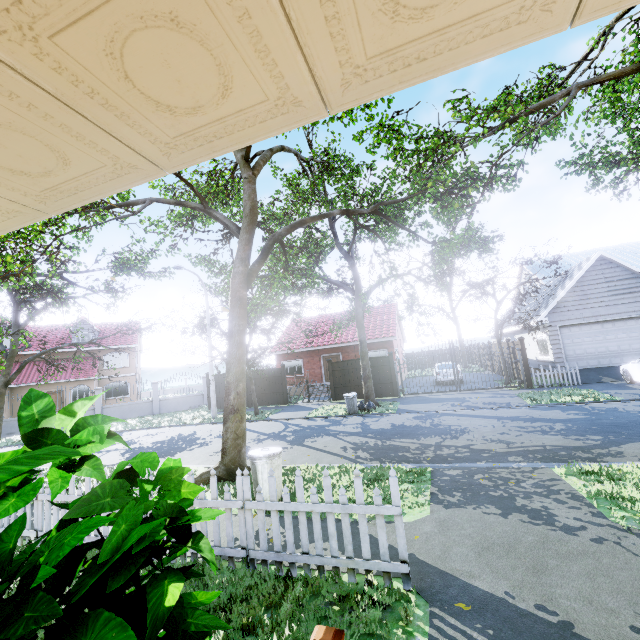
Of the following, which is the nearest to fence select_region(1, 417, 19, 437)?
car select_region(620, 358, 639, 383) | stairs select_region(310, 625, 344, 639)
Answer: car select_region(620, 358, 639, 383)

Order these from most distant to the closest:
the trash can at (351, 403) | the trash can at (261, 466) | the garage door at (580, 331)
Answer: the garage door at (580, 331) → the trash can at (351, 403) → the trash can at (261, 466)

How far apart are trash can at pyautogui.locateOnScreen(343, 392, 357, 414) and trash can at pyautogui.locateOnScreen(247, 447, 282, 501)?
9.07m

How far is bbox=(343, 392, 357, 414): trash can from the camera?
15.3m

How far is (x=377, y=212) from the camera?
10.19m

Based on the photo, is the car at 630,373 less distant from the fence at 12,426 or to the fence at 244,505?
the fence at 12,426

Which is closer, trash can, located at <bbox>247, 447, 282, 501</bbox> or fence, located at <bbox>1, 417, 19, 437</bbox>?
trash can, located at <bbox>247, 447, 282, 501</bbox>

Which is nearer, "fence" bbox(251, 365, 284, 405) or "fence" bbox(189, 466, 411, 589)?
"fence" bbox(189, 466, 411, 589)
